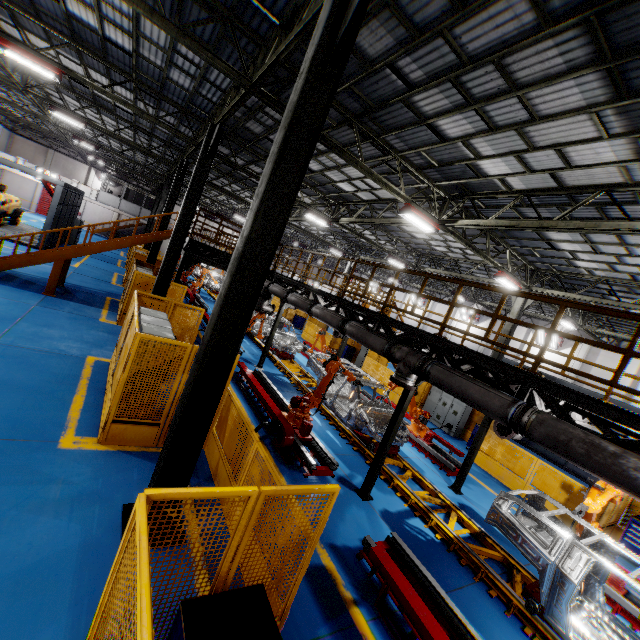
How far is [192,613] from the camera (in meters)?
2.72

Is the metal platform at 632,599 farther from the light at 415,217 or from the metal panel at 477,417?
the light at 415,217

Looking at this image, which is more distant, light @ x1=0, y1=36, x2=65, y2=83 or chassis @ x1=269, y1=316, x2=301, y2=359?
chassis @ x1=269, y1=316, x2=301, y2=359

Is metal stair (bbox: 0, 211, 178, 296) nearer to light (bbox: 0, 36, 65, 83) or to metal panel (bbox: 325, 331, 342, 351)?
metal panel (bbox: 325, 331, 342, 351)

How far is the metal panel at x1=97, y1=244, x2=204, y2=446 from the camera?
5.9m

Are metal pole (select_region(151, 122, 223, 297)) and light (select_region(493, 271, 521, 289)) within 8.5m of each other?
no

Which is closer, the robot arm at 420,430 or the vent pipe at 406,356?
the vent pipe at 406,356
